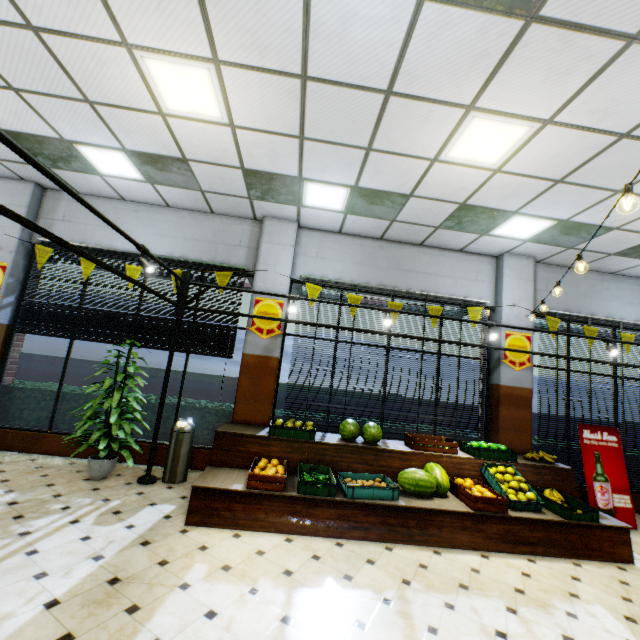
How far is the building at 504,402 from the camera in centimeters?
626cm

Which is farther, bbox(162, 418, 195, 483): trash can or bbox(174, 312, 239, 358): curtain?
bbox(174, 312, 239, 358): curtain

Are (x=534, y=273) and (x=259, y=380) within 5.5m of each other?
no

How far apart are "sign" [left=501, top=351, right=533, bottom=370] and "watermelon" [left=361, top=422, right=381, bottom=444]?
3.0 meters

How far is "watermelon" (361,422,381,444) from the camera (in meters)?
5.23

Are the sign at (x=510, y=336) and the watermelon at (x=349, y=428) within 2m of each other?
no

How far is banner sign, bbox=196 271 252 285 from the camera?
6.2m

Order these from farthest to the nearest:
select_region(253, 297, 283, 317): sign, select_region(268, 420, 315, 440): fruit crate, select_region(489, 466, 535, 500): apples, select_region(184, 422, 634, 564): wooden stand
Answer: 1. select_region(253, 297, 283, 317): sign
2. select_region(268, 420, 315, 440): fruit crate
3. select_region(489, 466, 535, 500): apples
4. select_region(184, 422, 634, 564): wooden stand
